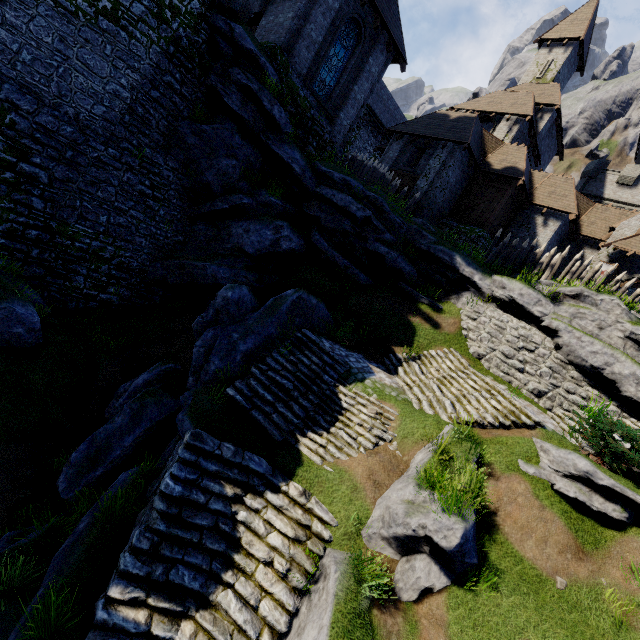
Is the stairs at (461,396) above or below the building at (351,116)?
below

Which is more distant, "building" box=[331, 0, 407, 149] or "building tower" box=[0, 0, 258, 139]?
"building" box=[331, 0, 407, 149]

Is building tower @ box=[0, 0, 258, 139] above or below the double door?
below

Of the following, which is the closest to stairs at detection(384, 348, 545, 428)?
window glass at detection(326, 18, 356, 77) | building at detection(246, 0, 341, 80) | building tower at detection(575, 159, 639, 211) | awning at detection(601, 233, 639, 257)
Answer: building at detection(246, 0, 341, 80)

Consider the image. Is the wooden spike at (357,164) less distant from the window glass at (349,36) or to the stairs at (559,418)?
the window glass at (349,36)

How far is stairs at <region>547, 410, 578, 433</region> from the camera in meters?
11.3 m

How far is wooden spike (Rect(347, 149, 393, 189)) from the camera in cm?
1870

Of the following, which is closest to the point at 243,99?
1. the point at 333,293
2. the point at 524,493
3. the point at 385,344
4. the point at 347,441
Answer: the point at 333,293
